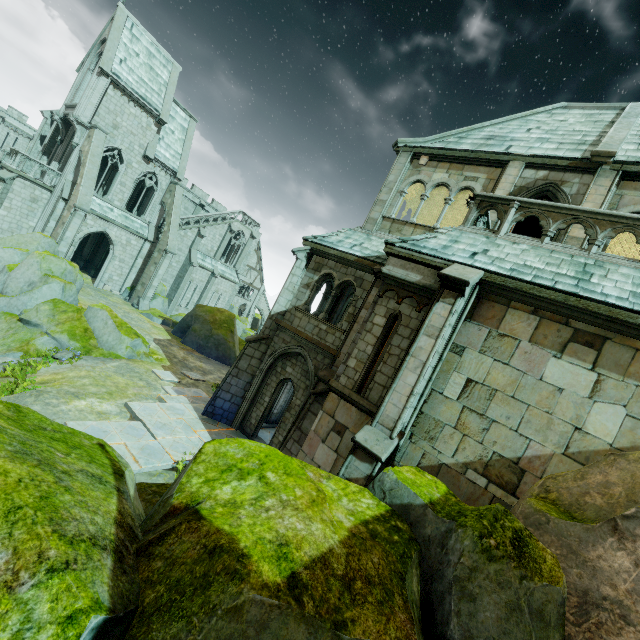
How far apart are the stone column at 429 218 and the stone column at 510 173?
5.4m

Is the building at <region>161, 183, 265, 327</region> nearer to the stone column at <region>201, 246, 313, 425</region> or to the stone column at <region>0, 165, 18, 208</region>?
the stone column at <region>0, 165, 18, 208</region>

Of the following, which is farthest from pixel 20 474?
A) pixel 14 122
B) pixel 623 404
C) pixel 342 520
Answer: pixel 14 122

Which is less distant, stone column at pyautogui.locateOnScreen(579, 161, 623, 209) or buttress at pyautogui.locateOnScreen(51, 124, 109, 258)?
stone column at pyautogui.locateOnScreen(579, 161, 623, 209)

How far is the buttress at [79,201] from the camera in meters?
21.9

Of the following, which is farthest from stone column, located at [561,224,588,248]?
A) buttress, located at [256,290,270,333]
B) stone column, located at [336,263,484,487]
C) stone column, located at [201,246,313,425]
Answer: buttress, located at [256,290,270,333]

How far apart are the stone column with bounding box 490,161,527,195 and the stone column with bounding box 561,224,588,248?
1.9m

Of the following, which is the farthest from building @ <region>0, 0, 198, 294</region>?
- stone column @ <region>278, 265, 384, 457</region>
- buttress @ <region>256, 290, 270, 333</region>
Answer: stone column @ <region>278, 265, 384, 457</region>
